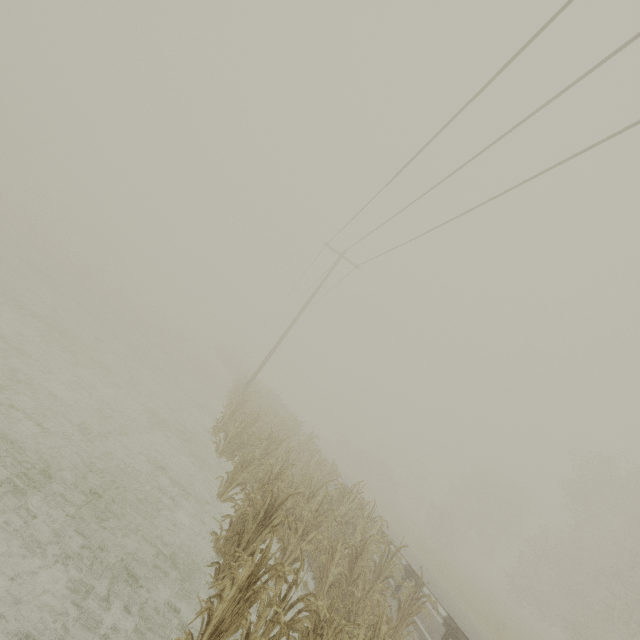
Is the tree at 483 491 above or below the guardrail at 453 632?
above

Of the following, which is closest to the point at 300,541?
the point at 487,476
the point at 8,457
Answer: the point at 8,457

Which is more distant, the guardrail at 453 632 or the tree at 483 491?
the tree at 483 491

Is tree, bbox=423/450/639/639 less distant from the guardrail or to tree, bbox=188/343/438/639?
the guardrail

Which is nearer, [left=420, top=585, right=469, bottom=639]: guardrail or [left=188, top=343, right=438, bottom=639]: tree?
[left=188, top=343, right=438, bottom=639]: tree

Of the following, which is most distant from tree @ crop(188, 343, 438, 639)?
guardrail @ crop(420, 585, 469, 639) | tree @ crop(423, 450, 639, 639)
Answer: tree @ crop(423, 450, 639, 639)
